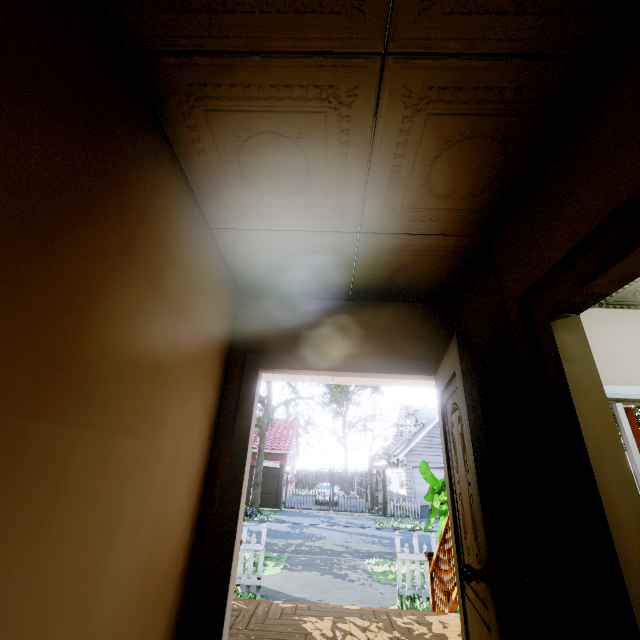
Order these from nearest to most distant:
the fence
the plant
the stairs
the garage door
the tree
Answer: the stairs → the plant → the tree → the fence → the garage door

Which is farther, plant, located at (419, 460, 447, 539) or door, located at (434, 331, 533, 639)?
plant, located at (419, 460, 447, 539)

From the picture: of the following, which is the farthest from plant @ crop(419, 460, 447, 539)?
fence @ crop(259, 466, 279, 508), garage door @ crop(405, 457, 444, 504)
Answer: garage door @ crop(405, 457, 444, 504)

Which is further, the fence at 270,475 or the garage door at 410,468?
the garage door at 410,468

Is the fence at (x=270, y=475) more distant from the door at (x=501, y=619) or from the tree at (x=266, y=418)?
the door at (x=501, y=619)

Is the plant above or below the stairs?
above

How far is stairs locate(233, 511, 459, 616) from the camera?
3.7 meters

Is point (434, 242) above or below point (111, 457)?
above
